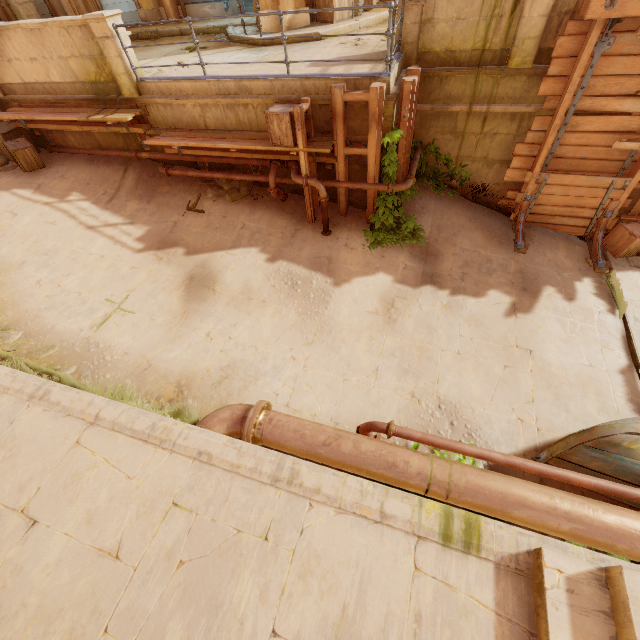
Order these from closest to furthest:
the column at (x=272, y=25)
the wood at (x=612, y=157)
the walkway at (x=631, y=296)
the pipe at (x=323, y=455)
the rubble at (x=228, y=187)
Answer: the pipe at (x=323, y=455) → the wood at (x=612, y=157) → the walkway at (x=631, y=296) → the rubble at (x=228, y=187) → the column at (x=272, y=25)

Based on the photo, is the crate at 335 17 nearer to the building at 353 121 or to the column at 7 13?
the building at 353 121

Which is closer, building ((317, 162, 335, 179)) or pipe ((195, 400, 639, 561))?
pipe ((195, 400, 639, 561))

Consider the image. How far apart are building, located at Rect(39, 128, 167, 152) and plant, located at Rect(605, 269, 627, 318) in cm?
1120

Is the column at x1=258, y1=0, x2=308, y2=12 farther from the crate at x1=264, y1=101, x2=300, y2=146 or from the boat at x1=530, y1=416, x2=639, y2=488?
the boat at x1=530, y1=416, x2=639, y2=488

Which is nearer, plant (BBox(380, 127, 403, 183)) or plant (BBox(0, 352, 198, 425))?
plant (BBox(0, 352, 198, 425))

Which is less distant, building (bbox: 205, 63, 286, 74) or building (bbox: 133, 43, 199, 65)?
building (bbox: 205, 63, 286, 74)

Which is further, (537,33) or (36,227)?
(36,227)
